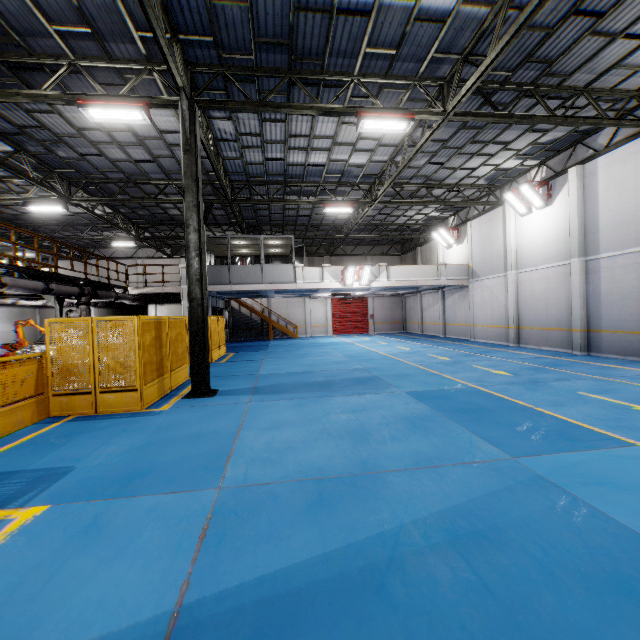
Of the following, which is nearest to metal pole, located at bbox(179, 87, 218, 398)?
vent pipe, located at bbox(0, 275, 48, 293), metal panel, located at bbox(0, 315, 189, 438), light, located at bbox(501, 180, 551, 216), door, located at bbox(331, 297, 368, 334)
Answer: metal panel, located at bbox(0, 315, 189, 438)

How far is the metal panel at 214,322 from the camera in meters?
15.5

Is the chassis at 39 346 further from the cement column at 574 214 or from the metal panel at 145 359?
the cement column at 574 214

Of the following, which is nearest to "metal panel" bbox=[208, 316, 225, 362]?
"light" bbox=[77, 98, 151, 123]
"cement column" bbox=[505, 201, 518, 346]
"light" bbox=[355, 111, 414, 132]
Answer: "light" bbox=[77, 98, 151, 123]

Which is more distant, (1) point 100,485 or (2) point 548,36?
(2) point 548,36

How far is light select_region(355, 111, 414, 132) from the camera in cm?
921

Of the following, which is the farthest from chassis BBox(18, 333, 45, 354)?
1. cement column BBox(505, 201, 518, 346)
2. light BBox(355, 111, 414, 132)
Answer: cement column BBox(505, 201, 518, 346)

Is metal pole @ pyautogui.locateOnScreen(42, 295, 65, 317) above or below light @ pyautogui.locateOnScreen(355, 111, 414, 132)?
below
